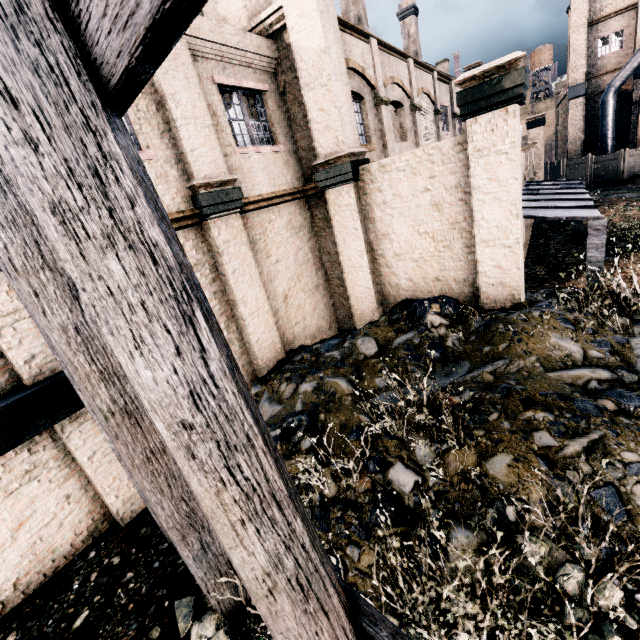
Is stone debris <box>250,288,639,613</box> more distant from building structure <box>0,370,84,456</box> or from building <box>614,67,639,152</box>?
building <box>614,67,639,152</box>

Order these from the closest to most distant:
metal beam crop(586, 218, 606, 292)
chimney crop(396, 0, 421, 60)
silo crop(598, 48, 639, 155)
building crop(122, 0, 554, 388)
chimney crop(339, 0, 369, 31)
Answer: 1. building crop(122, 0, 554, 388)
2. metal beam crop(586, 218, 606, 292)
3. chimney crop(339, 0, 369, 31)
4. silo crop(598, 48, 639, 155)
5. chimney crop(396, 0, 421, 60)

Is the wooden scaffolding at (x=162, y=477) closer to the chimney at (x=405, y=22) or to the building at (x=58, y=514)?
the building at (x=58, y=514)

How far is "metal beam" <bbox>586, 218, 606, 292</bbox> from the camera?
8.49m

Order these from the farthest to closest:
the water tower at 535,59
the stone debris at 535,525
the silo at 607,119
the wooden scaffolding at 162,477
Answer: the water tower at 535,59, the silo at 607,119, the stone debris at 535,525, the wooden scaffolding at 162,477

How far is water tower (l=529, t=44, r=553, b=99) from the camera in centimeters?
4562cm

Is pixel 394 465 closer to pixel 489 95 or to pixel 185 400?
pixel 185 400

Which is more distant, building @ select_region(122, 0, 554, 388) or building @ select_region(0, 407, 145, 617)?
building @ select_region(122, 0, 554, 388)
